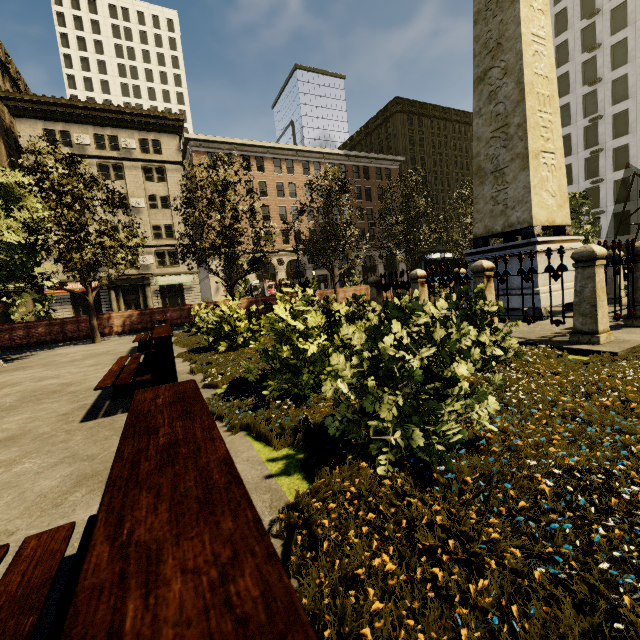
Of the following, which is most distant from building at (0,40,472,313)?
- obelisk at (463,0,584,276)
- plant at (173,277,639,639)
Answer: obelisk at (463,0,584,276)

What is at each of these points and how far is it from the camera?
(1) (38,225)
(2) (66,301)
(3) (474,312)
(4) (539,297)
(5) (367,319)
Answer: (1) tree, 9.9 meters
(2) building, 31.8 meters
(3) tree, 3.9 meters
(4) obelisk, 6.9 meters
(5) tree, 6.5 meters

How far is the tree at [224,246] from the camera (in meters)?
14.39

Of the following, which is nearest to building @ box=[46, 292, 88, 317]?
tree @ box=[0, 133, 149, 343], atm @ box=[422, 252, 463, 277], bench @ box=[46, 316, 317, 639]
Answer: tree @ box=[0, 133, 149, 343]

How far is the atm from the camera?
27.6m

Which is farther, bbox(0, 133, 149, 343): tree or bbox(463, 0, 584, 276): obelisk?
bbox(0, 133, 149, 343): tree

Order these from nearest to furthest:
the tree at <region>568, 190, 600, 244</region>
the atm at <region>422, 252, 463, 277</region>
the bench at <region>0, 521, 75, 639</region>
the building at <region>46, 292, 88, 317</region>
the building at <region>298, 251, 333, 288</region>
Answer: the bench at <region>0, 521, 75, 639</region>
the tree at <region>568, 190, 600, 244</region>
the atm at <region>422, 252, 463, 277</region>
the building at <region>46, 292, 88, 317</region>
the building at <region>298, 251, 333, 288</region>

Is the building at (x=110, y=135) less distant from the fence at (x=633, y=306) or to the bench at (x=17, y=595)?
the bench at (x=17, y=595)
